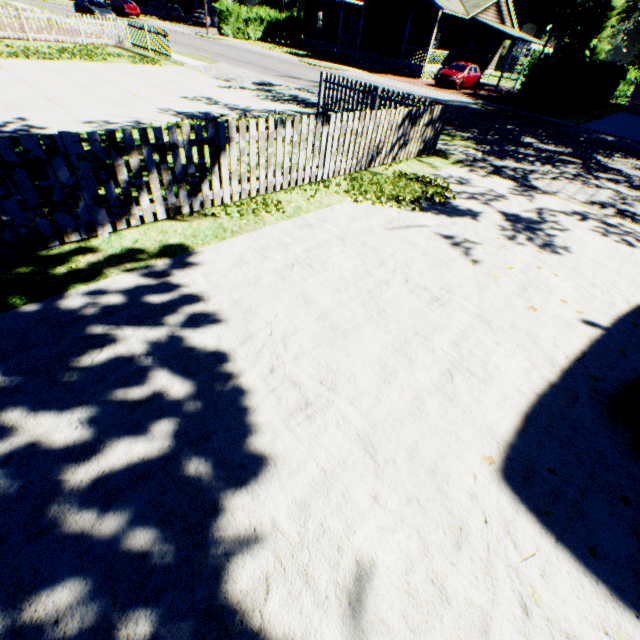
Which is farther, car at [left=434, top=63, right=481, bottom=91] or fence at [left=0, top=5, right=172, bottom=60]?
car at [left=434, top=63, right=481, bottom=91]

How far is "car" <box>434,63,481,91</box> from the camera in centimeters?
2427cm

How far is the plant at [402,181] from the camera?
6.64m

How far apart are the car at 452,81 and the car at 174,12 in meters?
43.7

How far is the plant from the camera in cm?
664

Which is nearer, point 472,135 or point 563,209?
point 563,209

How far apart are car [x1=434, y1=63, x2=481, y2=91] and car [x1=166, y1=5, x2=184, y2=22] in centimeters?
4373cm

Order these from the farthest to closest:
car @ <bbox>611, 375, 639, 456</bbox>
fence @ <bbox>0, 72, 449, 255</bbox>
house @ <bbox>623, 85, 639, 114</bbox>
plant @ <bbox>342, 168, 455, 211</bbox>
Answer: house @ <bbox>623, 85, 639, 114</bbox>, plant @ <bbox>342, 168, 455, 211</bbox>, fence @ <bbox>0, 72, 449, 255</bbox>, car @ <bbox>611, 375, 639, 456</bbox>
